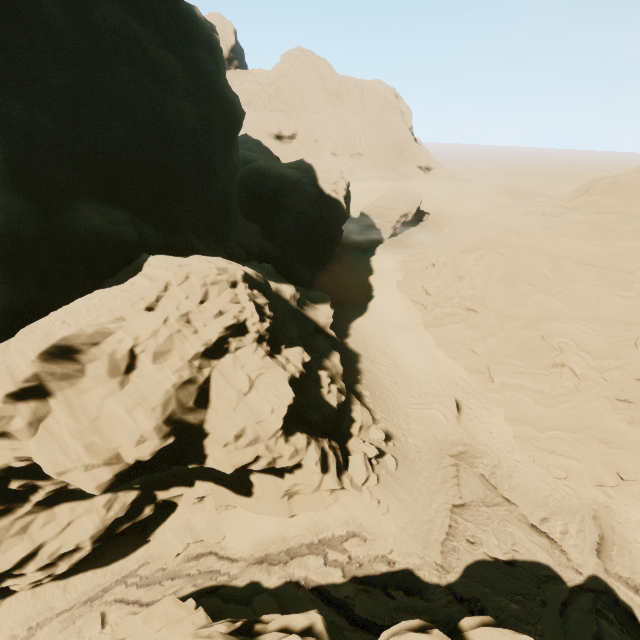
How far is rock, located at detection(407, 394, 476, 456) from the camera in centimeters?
2089cm

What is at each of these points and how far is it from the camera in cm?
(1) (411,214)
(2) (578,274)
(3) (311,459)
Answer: (1) rock, 5094
(2) rock, 2322
(3) rock, 1538

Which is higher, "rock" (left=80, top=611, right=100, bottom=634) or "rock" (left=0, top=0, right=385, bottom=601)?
"rock" (left=0, top=0, right=385, bottom=601)

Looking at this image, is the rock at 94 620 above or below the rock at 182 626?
below

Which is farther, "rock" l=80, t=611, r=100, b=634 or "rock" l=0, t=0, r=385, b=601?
"rock" l=80, t=611, r=100, b=634

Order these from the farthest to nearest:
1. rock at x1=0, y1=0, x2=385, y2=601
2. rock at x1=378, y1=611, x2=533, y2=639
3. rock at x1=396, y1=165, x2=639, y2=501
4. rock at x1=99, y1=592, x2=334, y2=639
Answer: rock at x1=396, y1=165, x2=639, y2=501 → rock at x1=0, y1=0, x2=385, y2=601 → rock at x1=99, y1=592, x2=334, y2=639 → rock at x1=378, y1=611, x2=533, y2=639
